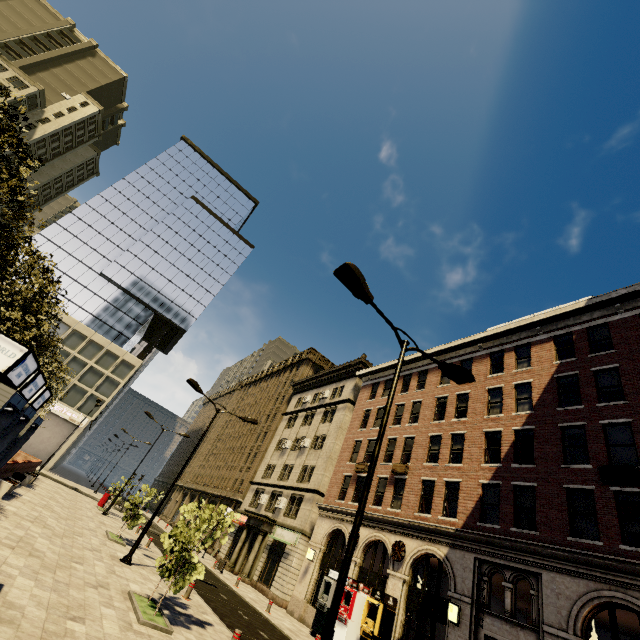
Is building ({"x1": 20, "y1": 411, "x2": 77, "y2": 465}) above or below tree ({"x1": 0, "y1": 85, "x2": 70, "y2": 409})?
below

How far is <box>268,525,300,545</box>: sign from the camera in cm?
2588

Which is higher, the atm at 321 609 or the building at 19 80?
the building at 19 80

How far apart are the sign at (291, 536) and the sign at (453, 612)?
14.4m

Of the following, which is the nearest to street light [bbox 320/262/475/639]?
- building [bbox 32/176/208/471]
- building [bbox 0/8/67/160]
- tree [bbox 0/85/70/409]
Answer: tree [bbox 0/85/70/409]

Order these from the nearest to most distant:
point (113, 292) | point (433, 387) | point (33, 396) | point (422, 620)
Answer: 1. point (33, 396)
2. point (433, 387)
3. point (422, 620)
4. point (113, 292)

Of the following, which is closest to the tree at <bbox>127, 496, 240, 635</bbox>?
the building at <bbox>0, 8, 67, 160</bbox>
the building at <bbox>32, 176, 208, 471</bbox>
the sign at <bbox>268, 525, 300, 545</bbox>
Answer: the building at <bbox>0, 8, 67, 160</bbox>

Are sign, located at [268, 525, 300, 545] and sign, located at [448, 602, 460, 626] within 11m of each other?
no
